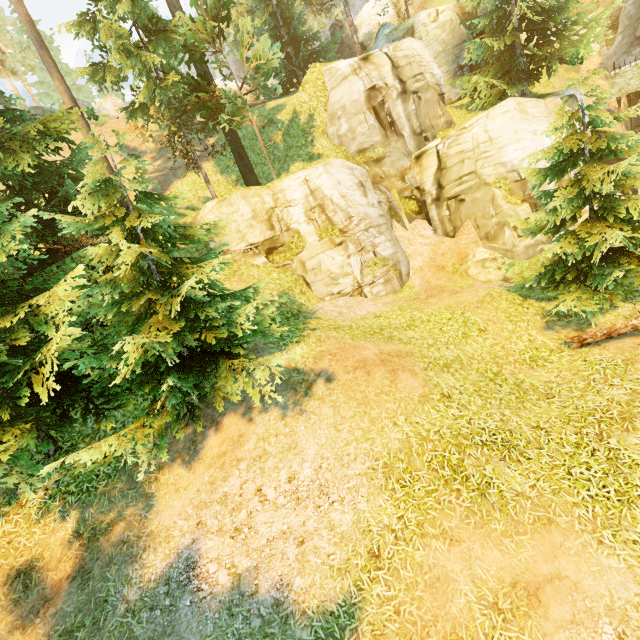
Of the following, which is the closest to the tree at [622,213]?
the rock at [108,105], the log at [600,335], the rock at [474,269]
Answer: the log at [600,335]

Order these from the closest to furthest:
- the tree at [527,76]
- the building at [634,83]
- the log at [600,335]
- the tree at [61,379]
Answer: the tree at [61,379] < the log at [600,335] < the tree at [527,76] < the building at [634,83]

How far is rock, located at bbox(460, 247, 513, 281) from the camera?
14.91m

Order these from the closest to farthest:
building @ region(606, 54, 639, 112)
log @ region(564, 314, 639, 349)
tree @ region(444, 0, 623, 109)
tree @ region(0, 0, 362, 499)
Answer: tree @ region(0, 0, 362, 499)
log @ region(564, 314, 639, 349)
tree @ region(444, 0, 623, 109)
building @ region(606, 54, 639, 112)

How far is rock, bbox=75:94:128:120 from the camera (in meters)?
30.94

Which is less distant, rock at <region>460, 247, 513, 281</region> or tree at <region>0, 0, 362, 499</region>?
tree at <region>0, 0, 362, 499</region>

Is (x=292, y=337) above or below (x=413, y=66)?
below

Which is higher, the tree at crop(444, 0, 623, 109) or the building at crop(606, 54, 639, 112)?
the tree at crop(444, 0, 623, 109)
